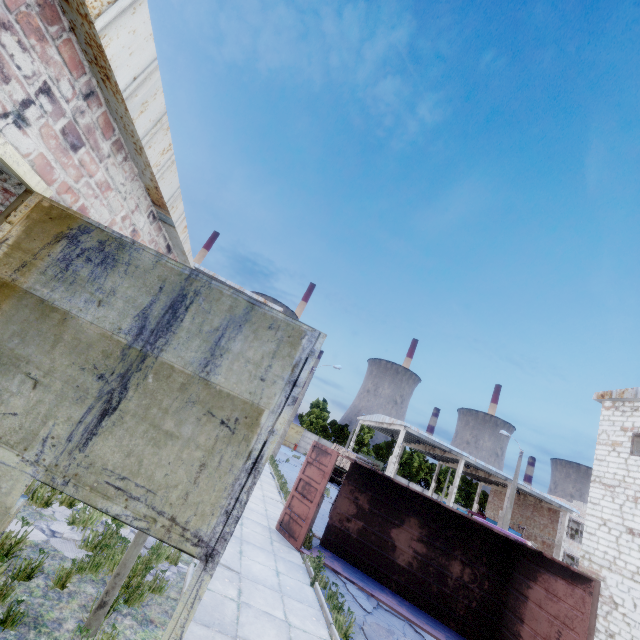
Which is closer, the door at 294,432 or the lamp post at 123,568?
the lamp post at 123,568

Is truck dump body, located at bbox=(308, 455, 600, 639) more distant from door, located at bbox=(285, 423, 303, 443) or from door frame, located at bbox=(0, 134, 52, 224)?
door, located at bbox=(285, 423, 303, 443)

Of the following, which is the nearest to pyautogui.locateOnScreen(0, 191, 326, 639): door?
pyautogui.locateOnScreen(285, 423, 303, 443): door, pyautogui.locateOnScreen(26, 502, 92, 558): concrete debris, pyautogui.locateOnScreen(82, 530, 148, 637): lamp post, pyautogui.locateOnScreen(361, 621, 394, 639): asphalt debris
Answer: pyautogui.locateOnScreen(82, 530, 148, 637): lamp post

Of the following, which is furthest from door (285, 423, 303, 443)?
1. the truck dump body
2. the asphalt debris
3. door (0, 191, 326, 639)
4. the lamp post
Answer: door (0, 191, 326, 639)

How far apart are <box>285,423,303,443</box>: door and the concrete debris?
49.47m

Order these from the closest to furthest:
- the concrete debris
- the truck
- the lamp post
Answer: the lamp post
the concrete debris
the truck

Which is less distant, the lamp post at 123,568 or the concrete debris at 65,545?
the lamp post at 123,568

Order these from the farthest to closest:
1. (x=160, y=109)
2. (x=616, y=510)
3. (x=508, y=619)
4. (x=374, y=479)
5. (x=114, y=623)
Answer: (x=616, y=510) → (x=374, y=479) → (x=508, y=619) → (x=114, y=623) → (x=160, y=109)
